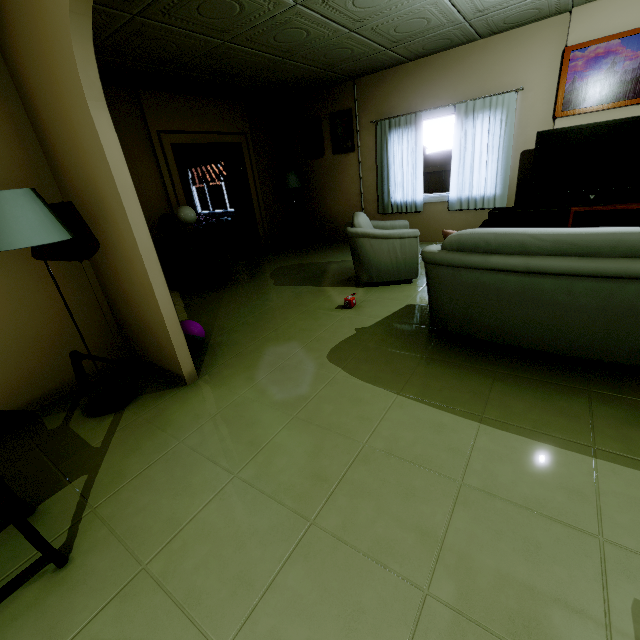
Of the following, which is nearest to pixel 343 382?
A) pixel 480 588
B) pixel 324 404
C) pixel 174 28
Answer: pixel 324 404

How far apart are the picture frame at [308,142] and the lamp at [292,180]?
0.4 meters

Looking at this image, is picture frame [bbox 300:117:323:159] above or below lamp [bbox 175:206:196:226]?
above

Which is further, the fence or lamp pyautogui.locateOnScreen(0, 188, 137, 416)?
the fence

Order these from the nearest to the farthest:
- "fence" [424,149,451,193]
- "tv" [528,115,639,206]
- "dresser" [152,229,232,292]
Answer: "tv" [528,115,639,206] → "dresser" [152,229,232,292] → "fence" [424,149,451,193]

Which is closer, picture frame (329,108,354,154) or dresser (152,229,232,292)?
dresser (152,229,232,292)

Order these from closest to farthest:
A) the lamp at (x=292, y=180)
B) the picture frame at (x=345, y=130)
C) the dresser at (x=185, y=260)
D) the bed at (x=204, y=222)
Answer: the dresser at (x=185, y=260), the picture frame at (x=345, y=130), the lamp at (x=292, y=180), the bed at (x=204, y=222)

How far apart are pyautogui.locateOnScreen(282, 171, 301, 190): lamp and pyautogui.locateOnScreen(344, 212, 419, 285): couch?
2.7m
